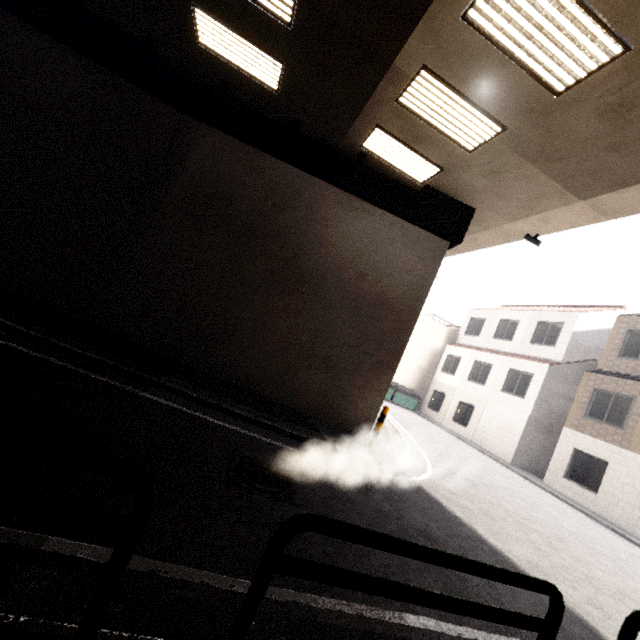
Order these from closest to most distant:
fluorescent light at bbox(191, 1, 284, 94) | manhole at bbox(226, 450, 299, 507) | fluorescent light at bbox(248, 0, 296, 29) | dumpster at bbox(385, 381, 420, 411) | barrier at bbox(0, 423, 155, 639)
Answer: barrier at bbox(0, 423, 155, 639) → manhole at bbox(226, 450, 299, 507) → fluorescent light at bbox(248, 0, 296, 29) → fluorescent light at bbox(191, 1, 284, 94) → dumpster at bbox(385, 381, 420, 411)

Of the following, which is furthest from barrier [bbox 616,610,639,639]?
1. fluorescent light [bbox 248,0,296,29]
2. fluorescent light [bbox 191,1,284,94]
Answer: fluorescent light [bbox 191,1,284,94]

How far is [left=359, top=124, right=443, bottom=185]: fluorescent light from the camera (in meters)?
7.59

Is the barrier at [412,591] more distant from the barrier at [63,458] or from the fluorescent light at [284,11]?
the fluorescent light at [284,11]

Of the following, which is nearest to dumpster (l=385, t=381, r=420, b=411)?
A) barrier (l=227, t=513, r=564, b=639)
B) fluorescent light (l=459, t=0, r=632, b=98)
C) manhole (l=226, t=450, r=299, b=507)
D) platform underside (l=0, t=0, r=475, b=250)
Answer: platform underside (l=0, t=0, r=475, b=250)

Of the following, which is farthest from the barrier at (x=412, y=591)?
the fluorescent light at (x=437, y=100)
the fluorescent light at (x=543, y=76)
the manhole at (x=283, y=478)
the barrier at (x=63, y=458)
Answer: the fluorescent light at (x=437, y=100)

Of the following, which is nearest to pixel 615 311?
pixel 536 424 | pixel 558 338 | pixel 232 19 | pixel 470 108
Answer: pixel 558 338

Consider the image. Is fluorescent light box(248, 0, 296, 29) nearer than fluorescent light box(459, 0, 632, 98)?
No
